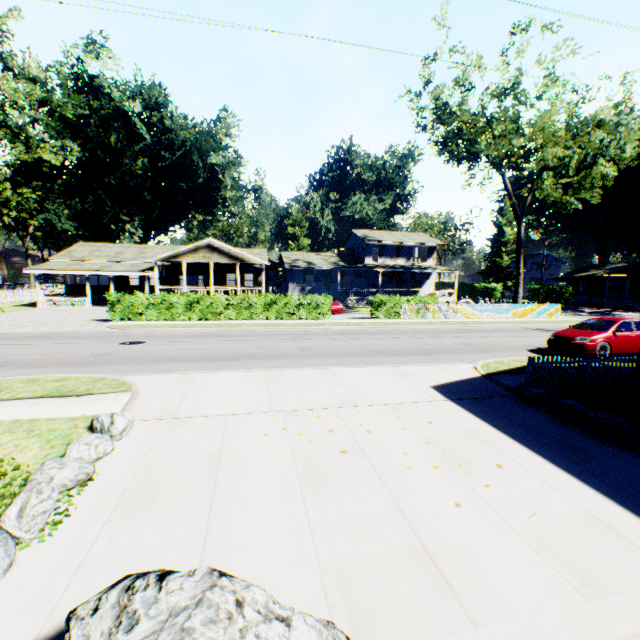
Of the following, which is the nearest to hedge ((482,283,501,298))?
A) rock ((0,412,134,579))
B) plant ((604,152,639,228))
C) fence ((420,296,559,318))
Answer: plant ((604,152,639,228))

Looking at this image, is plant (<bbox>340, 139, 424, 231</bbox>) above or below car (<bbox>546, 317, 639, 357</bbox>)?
above

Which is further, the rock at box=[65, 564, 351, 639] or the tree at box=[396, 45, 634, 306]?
the tree at box=[396, 45, 634, 306]

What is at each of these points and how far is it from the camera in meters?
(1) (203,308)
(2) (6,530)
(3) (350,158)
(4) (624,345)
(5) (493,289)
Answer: (1) hedge, 21.7
(2) rock, 3.5
(3) plant, 57.1
(4) car, 13.0
(5) hedge, 57.4

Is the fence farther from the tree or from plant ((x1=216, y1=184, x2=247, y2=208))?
the tree

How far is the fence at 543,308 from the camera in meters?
25.6 m

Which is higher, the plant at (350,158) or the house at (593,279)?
the plant at (350,158)

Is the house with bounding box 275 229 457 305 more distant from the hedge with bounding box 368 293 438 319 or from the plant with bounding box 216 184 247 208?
the hedge with bounding box 368 293 438 319
